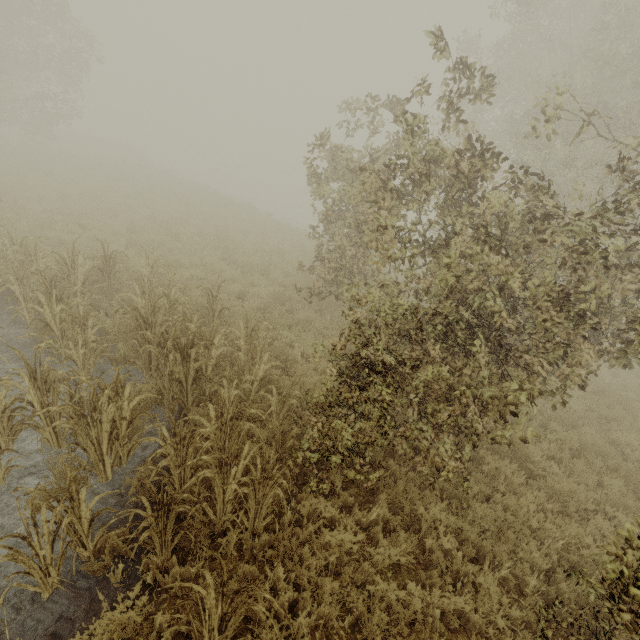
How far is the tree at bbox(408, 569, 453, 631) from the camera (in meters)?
3.78

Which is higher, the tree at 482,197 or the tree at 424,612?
the tree at 482,197

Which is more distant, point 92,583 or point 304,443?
point 304,443

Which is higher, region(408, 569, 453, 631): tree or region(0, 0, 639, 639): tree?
region(0, 0, 639, 639): tree

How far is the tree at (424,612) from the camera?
3.78m
